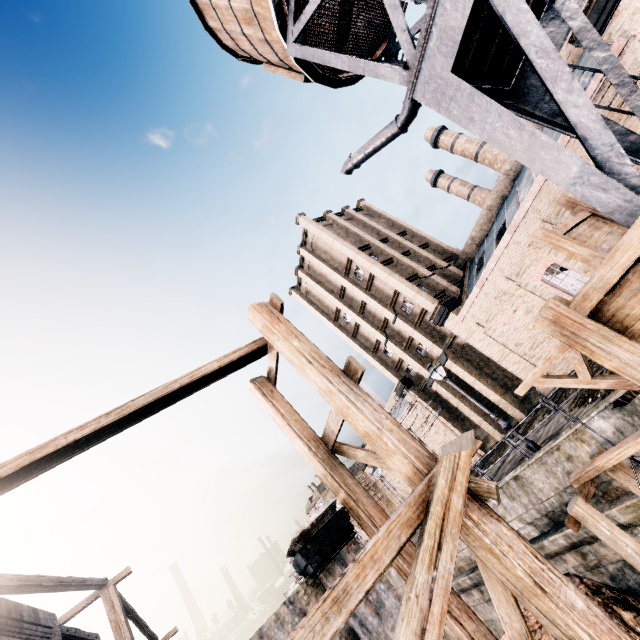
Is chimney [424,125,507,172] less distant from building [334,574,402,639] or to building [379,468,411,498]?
building [379,468,411,498]

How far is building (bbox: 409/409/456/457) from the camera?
32.5m

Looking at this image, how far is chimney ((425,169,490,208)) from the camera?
45.9m

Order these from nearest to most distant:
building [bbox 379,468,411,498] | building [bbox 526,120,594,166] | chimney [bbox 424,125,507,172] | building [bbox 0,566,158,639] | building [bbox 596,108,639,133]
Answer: building [bbox 0,566,158,639]
building [bbox 596,108,639,133]
building [bbox 526,120,594,166]
building [bbox 379,468,411,498]
chimney [bbox 424,125,507,172]

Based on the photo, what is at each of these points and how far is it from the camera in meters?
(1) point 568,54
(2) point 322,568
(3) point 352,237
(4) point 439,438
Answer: (1) building, 23.0
(2) building, 7.2
(3) building, 37.1
(4) building, 33.6

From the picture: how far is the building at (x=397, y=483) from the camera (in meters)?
41.27

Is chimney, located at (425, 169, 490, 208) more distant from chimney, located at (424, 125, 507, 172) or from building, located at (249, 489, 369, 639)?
building, located at (249, 489, 369, 639)

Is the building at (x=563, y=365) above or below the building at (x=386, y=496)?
below
